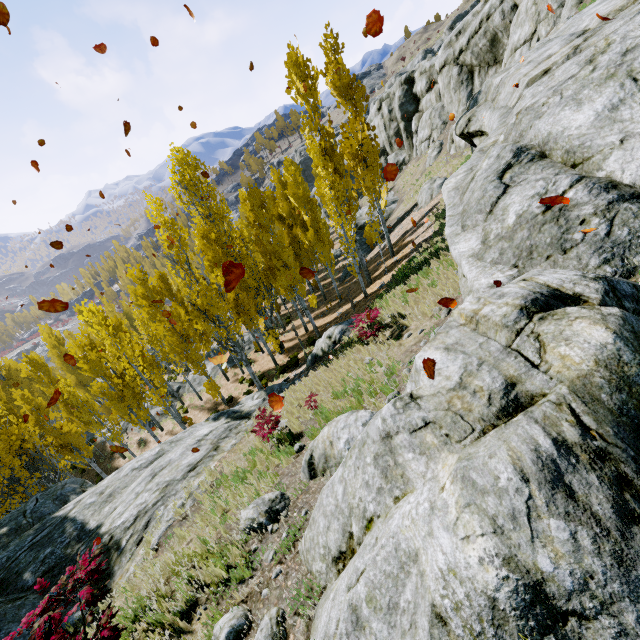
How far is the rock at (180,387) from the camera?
27.97m

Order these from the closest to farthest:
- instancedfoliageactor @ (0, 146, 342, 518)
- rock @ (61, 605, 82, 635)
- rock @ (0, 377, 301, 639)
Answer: rock @ (61, 605, 82, 635) → rock @ (0, 377, 301, 639) → instancedfoliageactor @ (0, 146, 342, 518)

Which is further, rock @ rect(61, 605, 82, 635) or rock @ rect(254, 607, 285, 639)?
rock @ rect(61, 605, 82, 635)

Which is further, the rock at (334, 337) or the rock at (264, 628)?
the rock at (334, 337)

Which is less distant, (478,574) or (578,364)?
(478,574)

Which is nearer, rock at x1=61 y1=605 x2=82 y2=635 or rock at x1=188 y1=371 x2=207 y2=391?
rock at x1=61 y1=605 x2=82 y2=635

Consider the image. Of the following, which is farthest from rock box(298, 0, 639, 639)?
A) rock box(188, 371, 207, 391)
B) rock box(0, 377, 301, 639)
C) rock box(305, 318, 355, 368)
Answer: rock box(188, 371, 207, 391)
